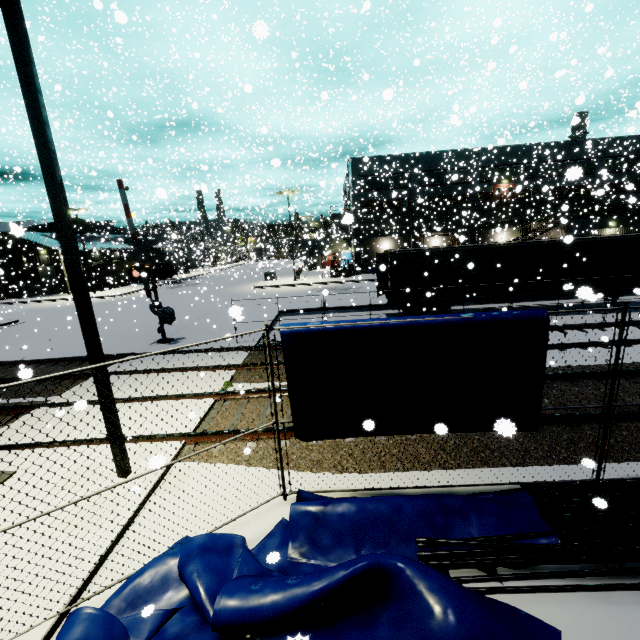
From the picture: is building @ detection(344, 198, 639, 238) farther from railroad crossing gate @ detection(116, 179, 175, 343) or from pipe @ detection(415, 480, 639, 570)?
railroad crossing gate @ detection(116, 179, 175, 343)

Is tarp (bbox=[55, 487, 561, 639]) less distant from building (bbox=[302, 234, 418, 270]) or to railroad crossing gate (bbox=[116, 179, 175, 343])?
building (bbox=[302, 234, 418, 270])

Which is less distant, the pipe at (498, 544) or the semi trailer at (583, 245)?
the pipe at (498, 544)

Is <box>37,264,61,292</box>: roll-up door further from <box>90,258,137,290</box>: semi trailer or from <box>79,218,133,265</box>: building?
<box>90,258,137,290</box>: semi trailer

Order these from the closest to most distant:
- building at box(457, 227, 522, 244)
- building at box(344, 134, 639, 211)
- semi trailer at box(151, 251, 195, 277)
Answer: building at box(457, 227, 522, 244) < building at box(344, 134, 639, 211) < semi trailer at box(151, 251, 195, 277)

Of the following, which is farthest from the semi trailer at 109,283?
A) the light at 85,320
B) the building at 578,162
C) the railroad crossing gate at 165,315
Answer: the railroad crossing gate at 165,315

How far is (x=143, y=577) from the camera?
4.2m
